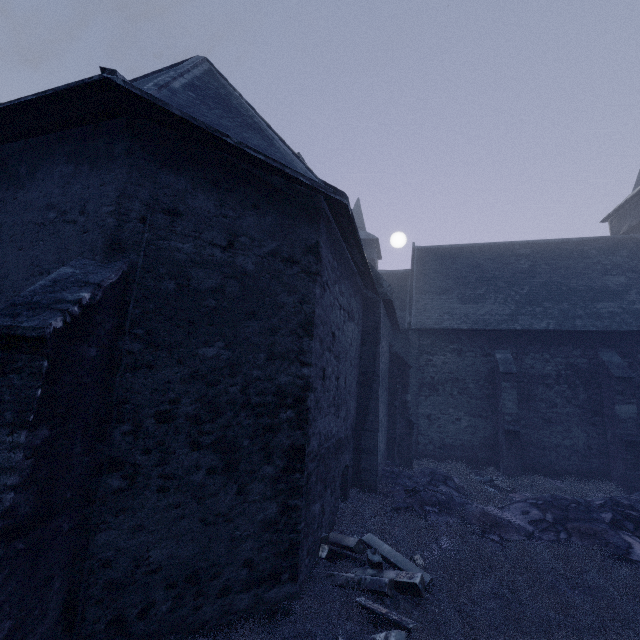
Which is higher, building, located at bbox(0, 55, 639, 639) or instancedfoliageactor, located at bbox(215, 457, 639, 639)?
building, located at bbox(0, 55, 639, 639)

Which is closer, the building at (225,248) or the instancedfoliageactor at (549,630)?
the building at (225,248)

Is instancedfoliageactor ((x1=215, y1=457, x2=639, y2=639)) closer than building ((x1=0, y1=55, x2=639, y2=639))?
No

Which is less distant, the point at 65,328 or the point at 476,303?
the point at 65,328

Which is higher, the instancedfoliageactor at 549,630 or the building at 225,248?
the building at 225,248
